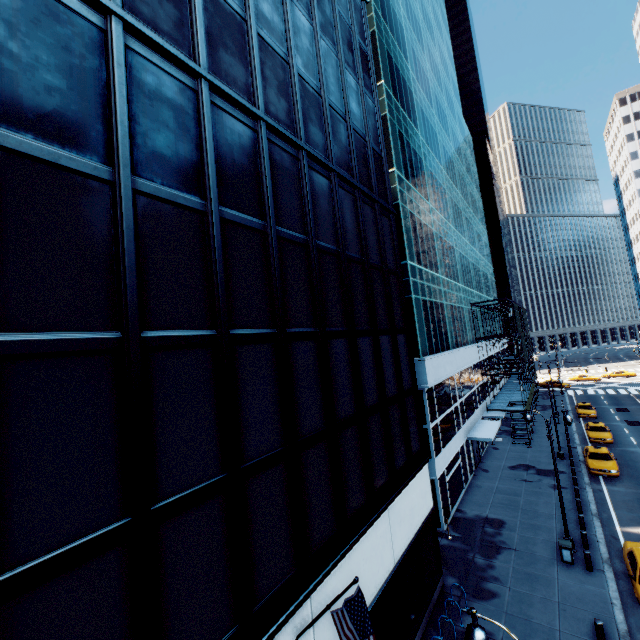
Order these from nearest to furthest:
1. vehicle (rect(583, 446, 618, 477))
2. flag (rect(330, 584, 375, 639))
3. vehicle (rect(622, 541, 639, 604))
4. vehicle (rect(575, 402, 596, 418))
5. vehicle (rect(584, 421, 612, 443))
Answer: flag (rect(330, 584, 375, 639)) → vehicle (rect(622, 541, 639, 604)) → vehicle (rect(583, 446, 618, 477)) → vehicle (rect(584, 421, 612, 443)) → vehicle (rect(575, 402, 596, 418))

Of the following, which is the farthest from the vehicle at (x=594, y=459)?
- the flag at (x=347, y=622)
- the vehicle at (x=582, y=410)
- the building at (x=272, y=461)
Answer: the flag at (x=347, y=622)

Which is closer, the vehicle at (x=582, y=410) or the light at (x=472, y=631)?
the light at (x=472, y=631)

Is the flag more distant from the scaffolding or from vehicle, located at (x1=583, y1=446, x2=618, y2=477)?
the scaffolding

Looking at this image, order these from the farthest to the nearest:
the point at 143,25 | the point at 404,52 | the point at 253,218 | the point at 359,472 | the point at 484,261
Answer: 1. the point at 484,261
2. the point at 404,52
3. the point at 359,472
4. the point at 253,218
5. the point at 143,25

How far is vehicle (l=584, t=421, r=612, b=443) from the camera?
31.5 meters

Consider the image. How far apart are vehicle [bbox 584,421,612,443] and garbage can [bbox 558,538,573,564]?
20.6m

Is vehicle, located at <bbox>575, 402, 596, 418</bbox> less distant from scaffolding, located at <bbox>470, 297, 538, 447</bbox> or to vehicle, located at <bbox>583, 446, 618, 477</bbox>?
scaffolding, located at <bbox>470, 297, 538, 447</bbox>
